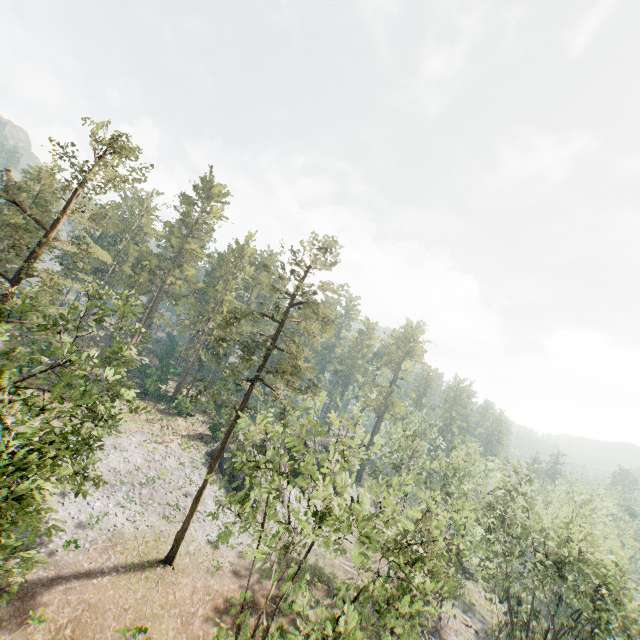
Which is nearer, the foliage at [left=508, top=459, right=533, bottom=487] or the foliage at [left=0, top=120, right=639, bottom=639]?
the foliage at [left=0, top=120, right=639, bottom=639]

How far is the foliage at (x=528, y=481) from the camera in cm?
3139

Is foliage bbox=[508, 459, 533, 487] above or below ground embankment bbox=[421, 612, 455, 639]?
above

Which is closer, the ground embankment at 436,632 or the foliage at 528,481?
the foliage at 528,481

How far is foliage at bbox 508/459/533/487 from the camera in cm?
3139

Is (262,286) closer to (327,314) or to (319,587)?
(327,314)

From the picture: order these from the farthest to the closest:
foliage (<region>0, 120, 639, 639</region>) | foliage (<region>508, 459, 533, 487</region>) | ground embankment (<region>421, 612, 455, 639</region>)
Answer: ground embankment (<region>421, 612, 455, 639</region>)
foliage (<region>508, 459, 533, 487</region>)
foliage (<region>0, 120, 639, 639</region>)
